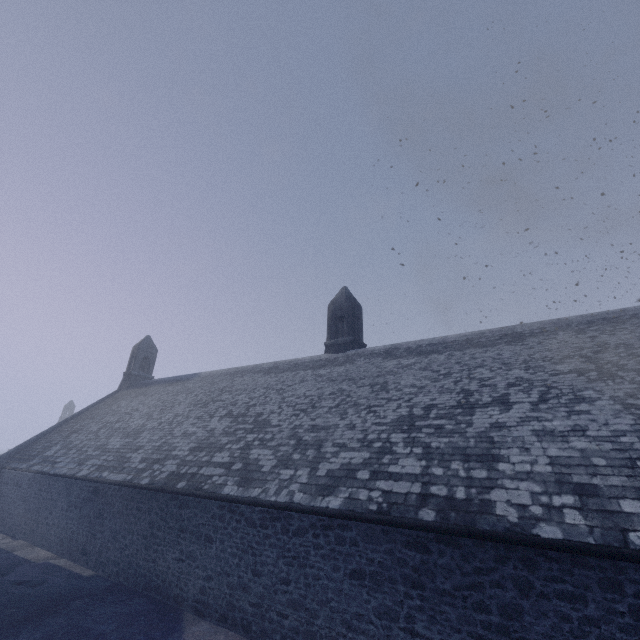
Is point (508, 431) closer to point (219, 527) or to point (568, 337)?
point (568, 337)
